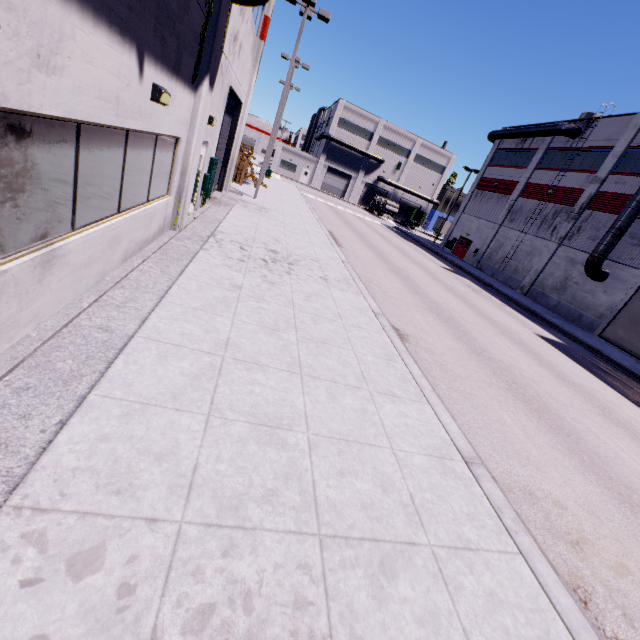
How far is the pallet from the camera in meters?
22.9 m

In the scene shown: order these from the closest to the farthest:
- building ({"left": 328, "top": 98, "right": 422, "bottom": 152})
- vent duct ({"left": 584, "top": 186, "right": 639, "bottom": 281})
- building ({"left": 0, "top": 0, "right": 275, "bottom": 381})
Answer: building ({"left": 0, "top": 0, "right": 275, "bottom": 381}), vent duct ({"left": 584, "top": 186, "right": 639, "bottom": 281}), building ({"left": 328, "top": 98, "right": 422, "bottom": 152})

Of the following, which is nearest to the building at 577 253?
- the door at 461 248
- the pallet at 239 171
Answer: the door at 461 248

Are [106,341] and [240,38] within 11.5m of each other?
no

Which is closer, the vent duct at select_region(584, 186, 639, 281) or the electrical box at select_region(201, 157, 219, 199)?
the electrical box at select_region(201, 157, 219, 199)

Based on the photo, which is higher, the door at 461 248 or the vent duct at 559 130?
the vent duct at 559 130

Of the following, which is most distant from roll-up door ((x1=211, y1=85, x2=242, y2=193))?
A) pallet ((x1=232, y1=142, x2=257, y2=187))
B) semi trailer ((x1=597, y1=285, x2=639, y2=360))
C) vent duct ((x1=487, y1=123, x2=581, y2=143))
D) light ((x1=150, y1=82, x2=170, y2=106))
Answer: light ((x1=150, y1=82, x2=170, y2=106))

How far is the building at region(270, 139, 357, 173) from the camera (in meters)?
58.21
